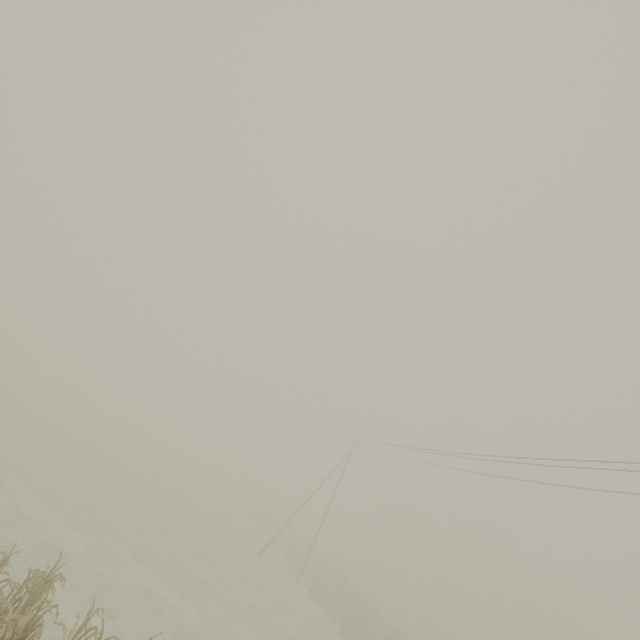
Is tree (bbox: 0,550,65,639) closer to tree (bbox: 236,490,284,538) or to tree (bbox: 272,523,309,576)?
tree (bbox: 272,523,309,576)

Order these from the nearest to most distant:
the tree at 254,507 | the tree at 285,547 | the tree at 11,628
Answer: the tree at 11,628, the tree at 285,547, the tree at 254,507

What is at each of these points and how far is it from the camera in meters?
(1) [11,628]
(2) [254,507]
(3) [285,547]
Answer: (1) tree, 5.6
(2) tree, 46.1
(3) tree, 34.4

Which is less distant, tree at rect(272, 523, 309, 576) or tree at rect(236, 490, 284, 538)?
tree at rect(272, 523, 309, 576)

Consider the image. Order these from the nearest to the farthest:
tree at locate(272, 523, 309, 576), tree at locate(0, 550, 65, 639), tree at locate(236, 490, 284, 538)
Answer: tree at locate(0, 550, 65, 639)
tree at locate(272, 523, 309, 576)
tree at locate(236, 490, 284, 538)

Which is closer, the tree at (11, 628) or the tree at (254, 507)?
the tree at (11, 628)
